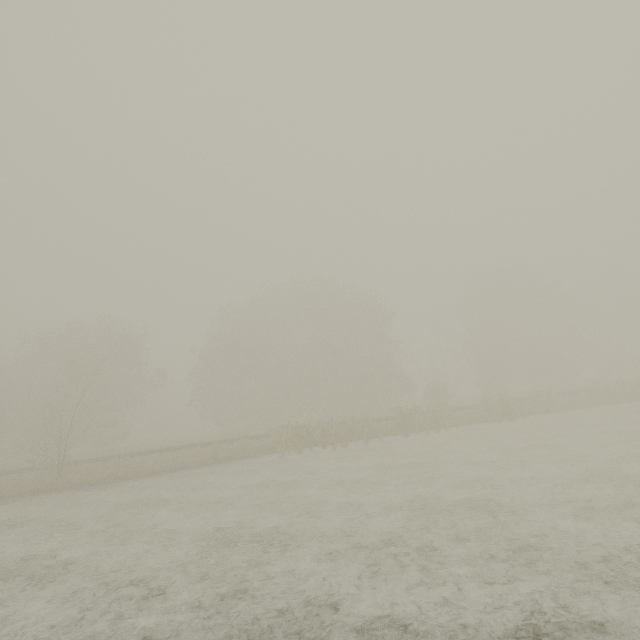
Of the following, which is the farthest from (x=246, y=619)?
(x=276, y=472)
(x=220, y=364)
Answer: (x=220, y=364)
